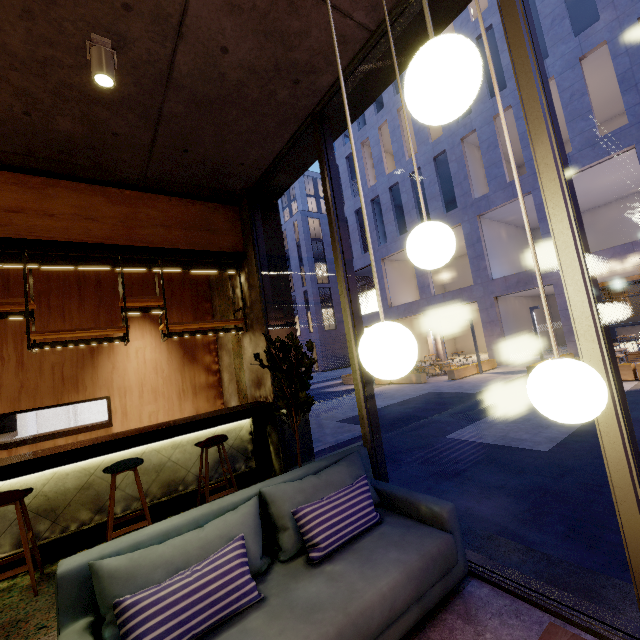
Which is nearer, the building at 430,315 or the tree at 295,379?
the tree at 295,379

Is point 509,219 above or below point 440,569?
above

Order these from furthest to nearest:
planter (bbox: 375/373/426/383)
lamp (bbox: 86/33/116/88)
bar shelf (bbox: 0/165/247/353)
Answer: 1. planter (bbox: 375/373/426/383)
2. bar shelf (bbox: 0/165/247/353)
3. lamp (bbox: 86/33/116/88)

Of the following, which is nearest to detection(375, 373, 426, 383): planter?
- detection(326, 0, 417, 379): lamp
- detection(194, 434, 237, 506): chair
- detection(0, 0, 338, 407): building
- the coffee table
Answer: detection(0, 0, 338, 407): building

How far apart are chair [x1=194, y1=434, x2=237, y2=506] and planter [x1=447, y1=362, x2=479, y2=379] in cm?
1344

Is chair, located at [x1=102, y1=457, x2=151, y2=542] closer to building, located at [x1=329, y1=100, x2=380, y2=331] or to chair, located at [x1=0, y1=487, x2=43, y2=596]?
chair, located at [x1=0, y1=487, x2=43, y2=596]

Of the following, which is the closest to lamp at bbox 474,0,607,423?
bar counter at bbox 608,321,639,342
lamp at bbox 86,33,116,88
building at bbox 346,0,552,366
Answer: lamp at bbox 86,33,116,88

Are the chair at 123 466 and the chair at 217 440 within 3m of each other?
yes
